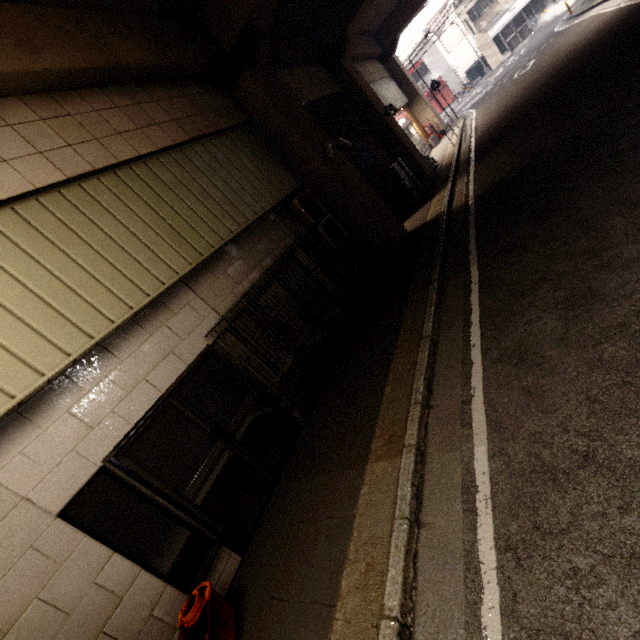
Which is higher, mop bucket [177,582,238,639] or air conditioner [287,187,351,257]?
air conditioner [287,187,351,257]

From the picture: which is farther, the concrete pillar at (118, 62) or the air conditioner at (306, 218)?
the air conditioner at (306, 218)

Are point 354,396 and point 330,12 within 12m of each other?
no

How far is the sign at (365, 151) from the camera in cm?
1079

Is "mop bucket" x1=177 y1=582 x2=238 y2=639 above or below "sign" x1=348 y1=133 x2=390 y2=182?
below

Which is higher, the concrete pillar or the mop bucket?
the concrete pillar

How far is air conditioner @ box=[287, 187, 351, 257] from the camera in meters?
7.4

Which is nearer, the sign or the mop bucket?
the mop bucket
